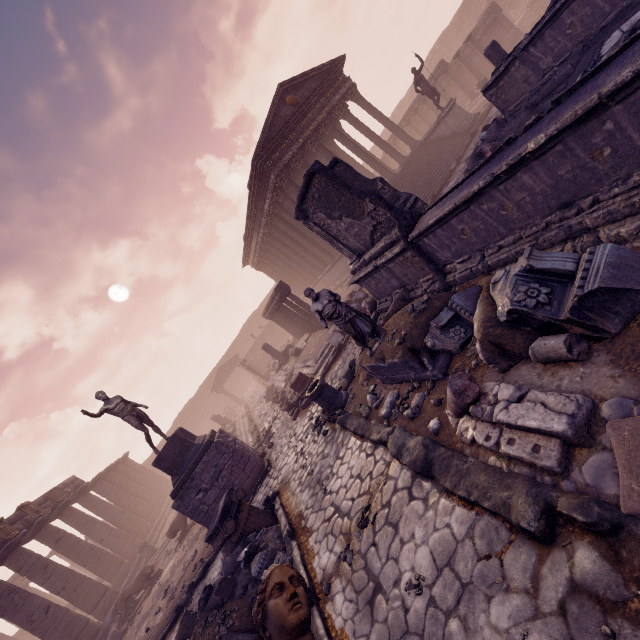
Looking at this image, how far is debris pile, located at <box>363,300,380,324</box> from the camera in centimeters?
931cm

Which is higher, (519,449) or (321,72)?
(321,72)

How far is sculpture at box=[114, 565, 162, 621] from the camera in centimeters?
1374cm

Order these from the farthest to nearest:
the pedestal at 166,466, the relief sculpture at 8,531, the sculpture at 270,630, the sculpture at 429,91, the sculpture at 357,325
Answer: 1. the sculpture at 429,91
2. the relief sculpture at 8,531
3. the pedestal at 166,466
4. the sculpture at 357,325
5. the sculpture at 270,630

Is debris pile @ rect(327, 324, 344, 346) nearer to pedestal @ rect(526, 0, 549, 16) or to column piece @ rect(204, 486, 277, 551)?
column piece @ rect(204, 486, 277, 551)

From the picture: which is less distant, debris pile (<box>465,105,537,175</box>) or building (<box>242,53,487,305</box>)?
debris pile (<box>465,105,537,175</box>)

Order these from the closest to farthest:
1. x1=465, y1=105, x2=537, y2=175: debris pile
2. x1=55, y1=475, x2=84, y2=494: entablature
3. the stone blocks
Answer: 1. x1=465, y1=105, x2=537, y2=175: debris pile
2. the stone blocks
3. x1=55, y1=475, x2=84, y2=494: entablature

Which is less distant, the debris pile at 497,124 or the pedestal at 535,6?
the debris pile at 497,124
